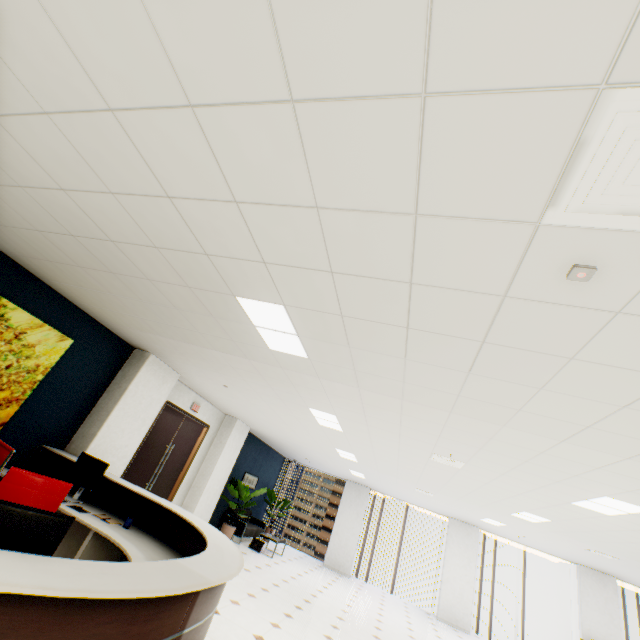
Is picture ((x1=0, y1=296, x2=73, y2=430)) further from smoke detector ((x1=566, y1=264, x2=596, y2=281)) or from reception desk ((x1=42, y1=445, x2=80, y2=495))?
smoke detector ((x1=566, y1=264, x2=596, y2=281))

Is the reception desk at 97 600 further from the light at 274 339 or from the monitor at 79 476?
the light at 274 339

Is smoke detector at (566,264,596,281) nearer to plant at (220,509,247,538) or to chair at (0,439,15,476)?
chair at (0,439,15,476)

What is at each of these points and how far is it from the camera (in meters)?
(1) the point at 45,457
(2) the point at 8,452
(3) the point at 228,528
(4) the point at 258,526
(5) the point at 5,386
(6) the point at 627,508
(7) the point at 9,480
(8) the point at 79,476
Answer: (1) computer base unit, 4.69
(2) chair, 3.32
(3) plant, 9.00
(4) sofa, 11.19
(5) picture, 4.19
(6) light, 4.04
(7) chair, 2.56
(8) monitor, 4.29

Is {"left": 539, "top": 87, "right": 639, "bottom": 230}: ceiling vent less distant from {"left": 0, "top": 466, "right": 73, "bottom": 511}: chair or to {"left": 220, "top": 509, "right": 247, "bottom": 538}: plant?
{"left": 0, "top": 466, "right": 73, "bottom": 511}: chair

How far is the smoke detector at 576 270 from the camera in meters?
1.4

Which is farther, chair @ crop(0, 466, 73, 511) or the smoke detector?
chair @ crop(0, 466, 73, 511)

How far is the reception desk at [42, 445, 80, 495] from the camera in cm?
458
